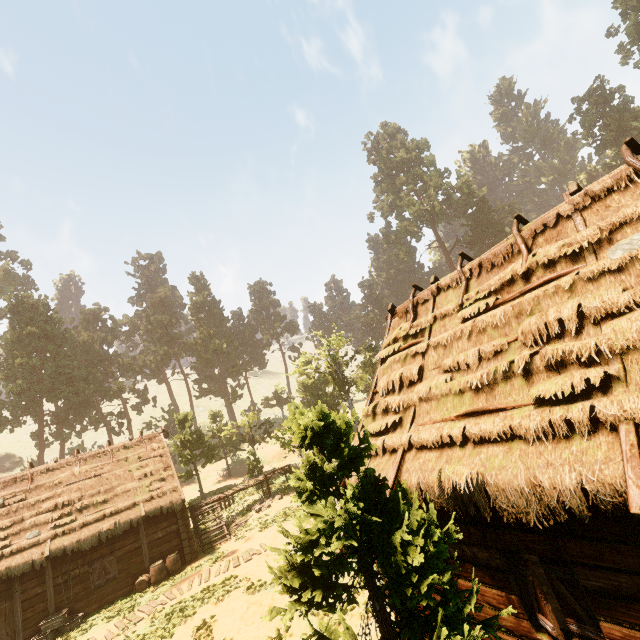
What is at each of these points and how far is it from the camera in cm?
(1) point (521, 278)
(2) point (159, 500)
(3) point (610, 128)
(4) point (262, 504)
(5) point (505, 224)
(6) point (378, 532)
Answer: (1) building, 713
(2) building, 1855
(3) treerock, 4641
(4) rock, 2281
(5) treerock, 5441
(6) treerock, 541

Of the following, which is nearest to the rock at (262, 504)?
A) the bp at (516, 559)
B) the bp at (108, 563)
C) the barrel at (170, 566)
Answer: the barrel at (170, 566)

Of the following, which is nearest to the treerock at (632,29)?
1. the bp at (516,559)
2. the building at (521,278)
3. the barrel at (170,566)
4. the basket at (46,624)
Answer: the building at (521,278)

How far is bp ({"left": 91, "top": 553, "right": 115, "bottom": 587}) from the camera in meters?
16.2

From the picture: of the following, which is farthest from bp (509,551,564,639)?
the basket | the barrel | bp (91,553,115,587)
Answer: bp (91,553,115,587)

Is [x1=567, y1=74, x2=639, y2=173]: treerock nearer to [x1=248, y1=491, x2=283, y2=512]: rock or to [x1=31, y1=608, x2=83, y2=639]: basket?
[x1=248, y1=491, x2=283, y2=512]: rock

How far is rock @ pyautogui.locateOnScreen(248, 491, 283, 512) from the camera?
22.2 meters

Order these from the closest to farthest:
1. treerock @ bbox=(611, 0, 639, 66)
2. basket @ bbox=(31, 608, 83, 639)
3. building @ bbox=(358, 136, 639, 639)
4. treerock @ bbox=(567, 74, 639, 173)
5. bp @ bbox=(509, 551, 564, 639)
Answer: building @ bbox=(358, 136, 639, 639), bp @ bbox=(509, 551, 564, 639), basket @ bbox=(31, 608, 83, 639), treerock @ bbox=(611, 0, 639, 66), treerock @ bbox=(567, 74, 639, 173)
